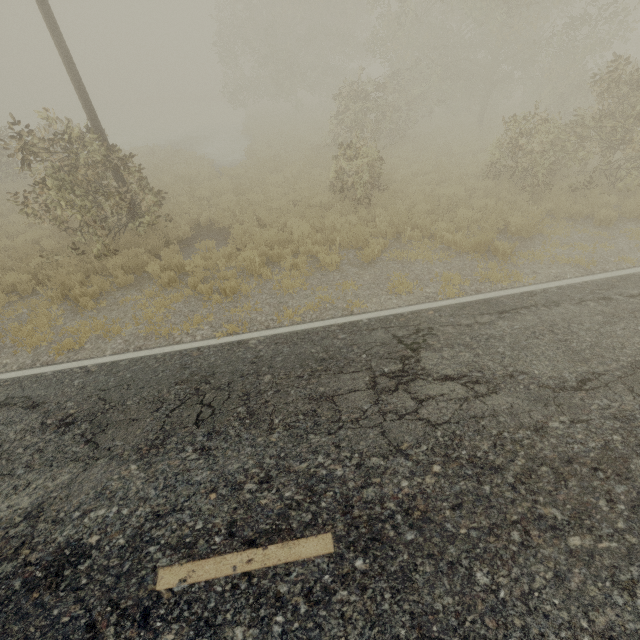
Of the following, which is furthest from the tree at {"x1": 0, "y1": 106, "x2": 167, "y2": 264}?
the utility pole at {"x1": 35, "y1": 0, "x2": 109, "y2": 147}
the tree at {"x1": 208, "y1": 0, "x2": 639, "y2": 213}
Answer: the tree at {"x1": 208, "y1": 0, "x2": 639, "y2": 213}

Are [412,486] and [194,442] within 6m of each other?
yes

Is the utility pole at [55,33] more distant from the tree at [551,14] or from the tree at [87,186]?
the tree at [551,14]

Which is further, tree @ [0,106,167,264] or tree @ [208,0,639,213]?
tree @ [208,0,639,213]

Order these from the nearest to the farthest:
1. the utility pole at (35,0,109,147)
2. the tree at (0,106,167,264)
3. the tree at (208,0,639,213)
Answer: the utility pole at (35,0,109,147), the tree at (0,106,167,264), the tree at (208,0,639,213)

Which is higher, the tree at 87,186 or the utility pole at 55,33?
the utility pole at 55,33

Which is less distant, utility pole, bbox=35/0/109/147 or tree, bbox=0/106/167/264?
utility pole, bbox=35/0/109/147
